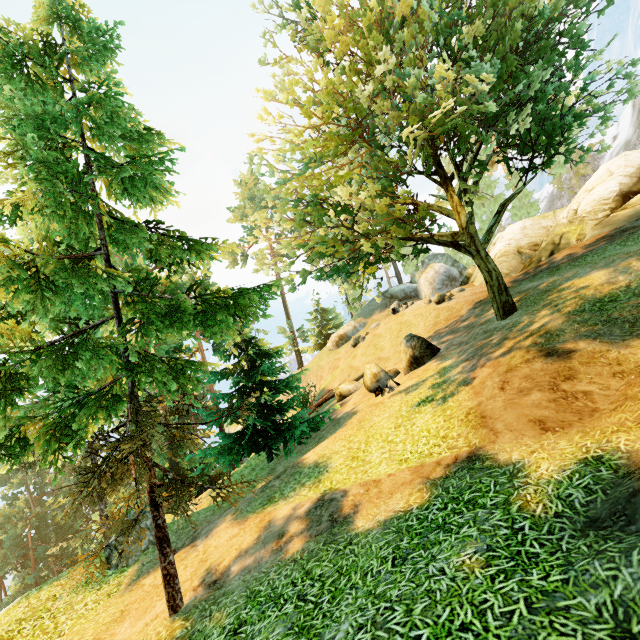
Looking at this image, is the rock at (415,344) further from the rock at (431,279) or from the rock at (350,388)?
the rock at (431,279)

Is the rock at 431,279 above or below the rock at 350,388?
above

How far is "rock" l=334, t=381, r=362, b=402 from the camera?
19.95m

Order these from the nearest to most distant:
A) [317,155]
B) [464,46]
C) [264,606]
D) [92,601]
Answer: [264,606] → [464,46] → [92,601] → [317,155]

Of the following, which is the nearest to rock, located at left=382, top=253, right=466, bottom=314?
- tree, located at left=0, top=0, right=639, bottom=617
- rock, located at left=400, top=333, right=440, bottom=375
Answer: tree, located at left=0, top=0, right=639, bottom=617

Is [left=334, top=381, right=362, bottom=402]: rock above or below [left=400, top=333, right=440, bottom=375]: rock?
below

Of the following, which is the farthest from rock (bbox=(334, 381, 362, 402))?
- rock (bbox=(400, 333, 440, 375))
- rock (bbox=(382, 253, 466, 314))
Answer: rock (bbox=(382, 253, 466, 314))

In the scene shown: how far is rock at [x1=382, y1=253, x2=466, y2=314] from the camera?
25.7 meters
